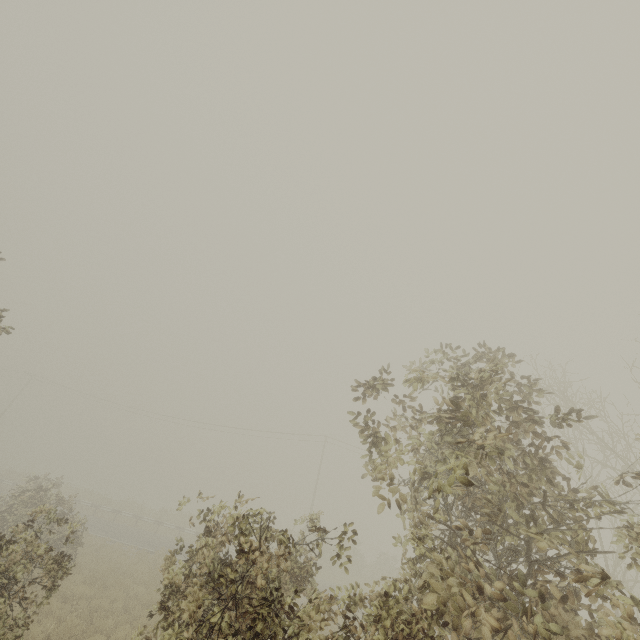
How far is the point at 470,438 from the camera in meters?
5.4
